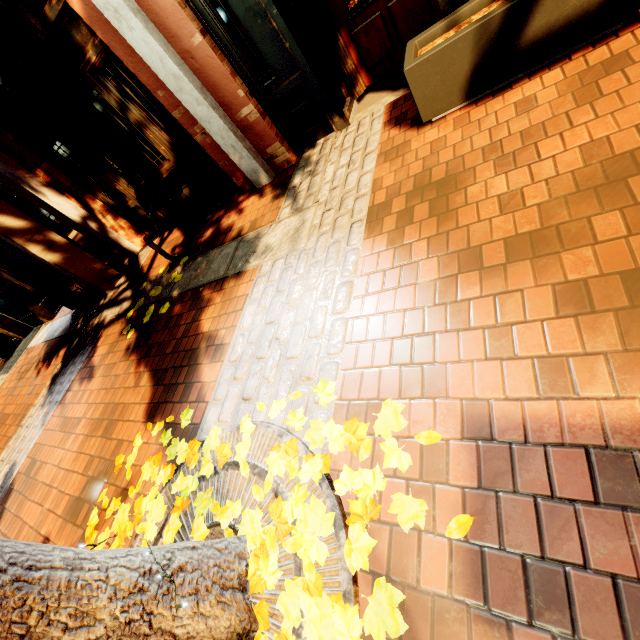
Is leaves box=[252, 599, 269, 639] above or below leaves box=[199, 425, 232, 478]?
below

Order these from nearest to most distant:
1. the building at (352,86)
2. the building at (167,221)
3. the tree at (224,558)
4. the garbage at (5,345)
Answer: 1. the tree at (224,558)
2. the building at (352,86)
3. the building at (167,221)
4. the garbage at (5,345)

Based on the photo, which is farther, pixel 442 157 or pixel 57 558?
pixel 442 157

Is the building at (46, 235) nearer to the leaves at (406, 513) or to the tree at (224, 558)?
the tree at (224, 558)

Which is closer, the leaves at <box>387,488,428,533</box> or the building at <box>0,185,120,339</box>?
the leaves at <box>387,488,428,533</box>

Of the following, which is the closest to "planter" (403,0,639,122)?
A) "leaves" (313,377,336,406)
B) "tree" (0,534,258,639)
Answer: "leaves" (313,377,336,406)
